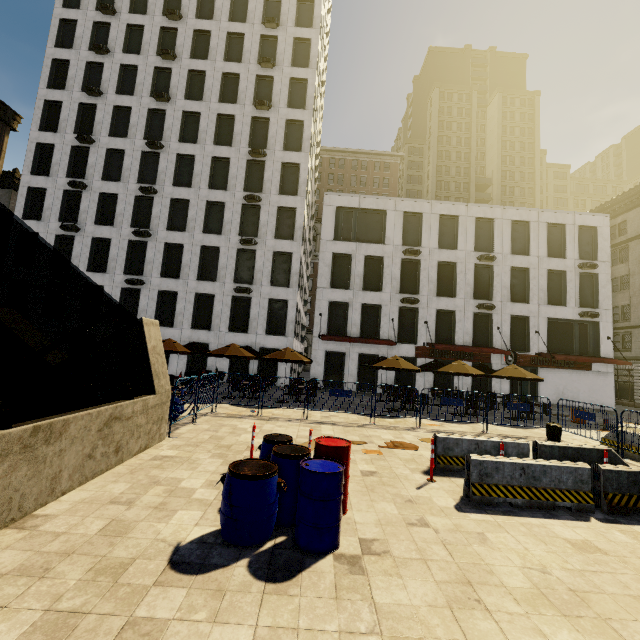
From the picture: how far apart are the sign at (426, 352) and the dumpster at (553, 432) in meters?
12.7

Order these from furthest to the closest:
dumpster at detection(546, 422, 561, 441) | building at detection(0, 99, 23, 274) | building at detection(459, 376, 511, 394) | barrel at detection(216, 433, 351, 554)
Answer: building at detection(0, 99, 23, 274), building at detection(459, 376, 511, 394), dumpster at detection(546, 422, 561, 441), barrel at detection(216, 433, 351, 554)

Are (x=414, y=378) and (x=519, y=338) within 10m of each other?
yes

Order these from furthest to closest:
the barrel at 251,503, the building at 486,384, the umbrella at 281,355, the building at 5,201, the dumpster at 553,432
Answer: the building at 5,201, the building at 486,384, the umbrella at 281,355, the dumpster at 553,432, the barrel at 251,503

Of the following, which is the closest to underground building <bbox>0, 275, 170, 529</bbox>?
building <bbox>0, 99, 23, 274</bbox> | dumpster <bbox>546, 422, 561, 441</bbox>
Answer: dumpster <bbox>546, 422, 561, 441</bbox>

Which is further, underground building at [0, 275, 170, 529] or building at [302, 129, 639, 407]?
building at [302, 129, 639, 407]

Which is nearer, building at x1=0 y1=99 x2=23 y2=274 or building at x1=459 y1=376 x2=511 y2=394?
building at x1=459 y1=376 x2=511 y2=394

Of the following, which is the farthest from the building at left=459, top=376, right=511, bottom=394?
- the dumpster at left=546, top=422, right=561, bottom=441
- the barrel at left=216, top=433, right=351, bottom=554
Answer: the barrel at left=216, top=433, right=351, bottom=554
